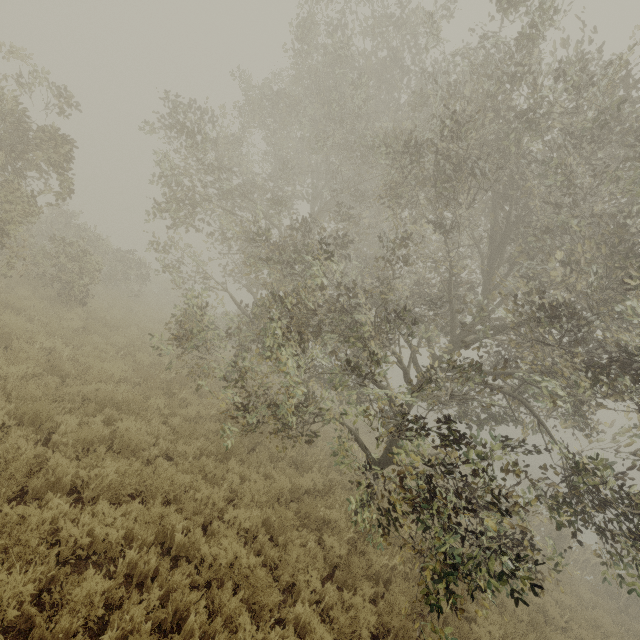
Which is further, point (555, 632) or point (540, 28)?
point (555, 632)
